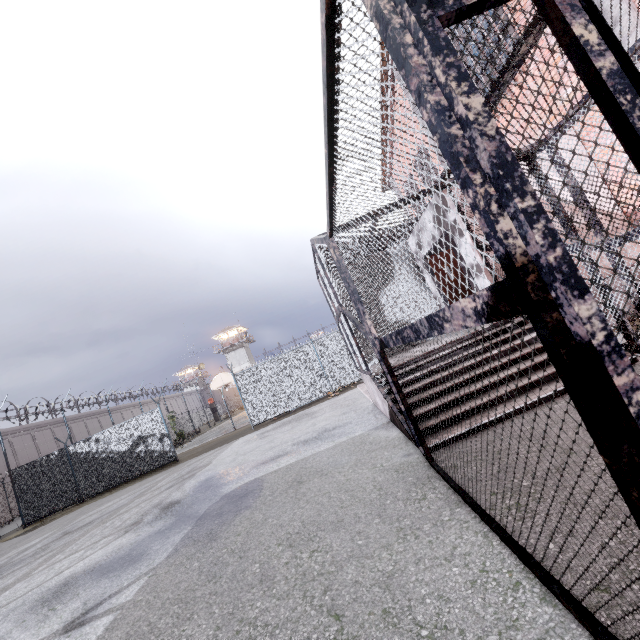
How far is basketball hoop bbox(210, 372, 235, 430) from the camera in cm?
2023

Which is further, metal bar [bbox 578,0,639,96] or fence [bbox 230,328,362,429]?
fence [bbox 230,328,362,429]

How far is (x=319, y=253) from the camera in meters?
6.4

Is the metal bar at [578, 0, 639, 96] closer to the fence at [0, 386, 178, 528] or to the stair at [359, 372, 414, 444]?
the stair at [359, 372, 414, 444]

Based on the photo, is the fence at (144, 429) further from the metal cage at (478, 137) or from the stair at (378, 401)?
the stair at (378, 401)

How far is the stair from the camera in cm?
519

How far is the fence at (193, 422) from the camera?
50.9m

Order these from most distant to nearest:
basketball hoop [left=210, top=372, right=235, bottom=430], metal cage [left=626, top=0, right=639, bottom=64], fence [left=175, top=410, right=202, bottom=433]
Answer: fence [left=175, top=410, right=202, bottom=433] → basketball hoop [left=210, top=372, right=235, bottom=430] → metal cage [left=626, top=0, right=639, bottom=64]
